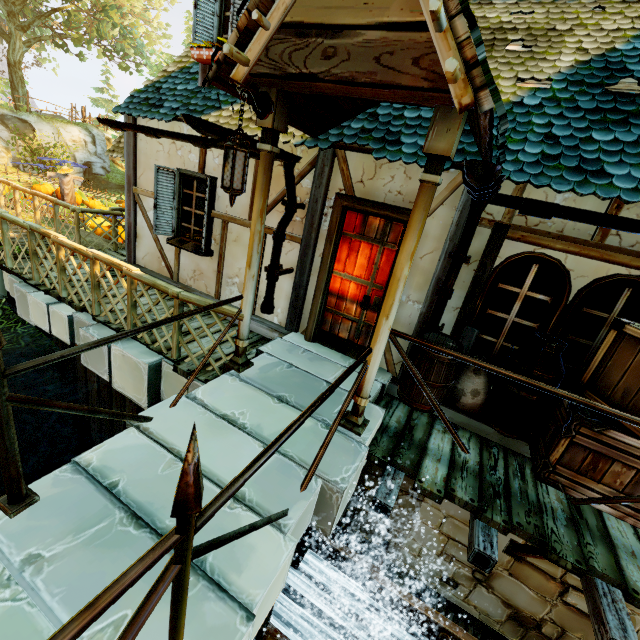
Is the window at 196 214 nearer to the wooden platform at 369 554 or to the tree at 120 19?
the wooden platform at 369 554

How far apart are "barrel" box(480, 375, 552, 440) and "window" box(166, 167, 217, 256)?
4.86m

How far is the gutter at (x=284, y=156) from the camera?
3.8 meters

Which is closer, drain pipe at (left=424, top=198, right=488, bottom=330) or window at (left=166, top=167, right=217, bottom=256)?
drain pipe at (left=424, top=198, right=488, bottom=330)

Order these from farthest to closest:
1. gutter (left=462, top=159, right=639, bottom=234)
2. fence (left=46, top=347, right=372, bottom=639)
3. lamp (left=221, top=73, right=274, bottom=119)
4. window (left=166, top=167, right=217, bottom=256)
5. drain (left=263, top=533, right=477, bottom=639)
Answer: window (left=166, top=167, right=217, bottom=256)
drain (left=263, top=533, right=477, bottom=639)
lamp (left=221, top=73, right=274, bottom=119)
gutter (left=462, top=159, right=639, bottom=234)
fence (left=46, top=347, right=372, bottom=639)

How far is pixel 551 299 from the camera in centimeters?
348cm

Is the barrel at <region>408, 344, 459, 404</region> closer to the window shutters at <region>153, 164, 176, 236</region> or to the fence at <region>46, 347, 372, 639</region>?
the fence at <region>46, 347, 372, 639</region>

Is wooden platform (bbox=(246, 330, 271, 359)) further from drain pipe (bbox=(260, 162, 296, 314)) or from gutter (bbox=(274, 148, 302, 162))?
gutter (bbox=(274, 148, 302, 162))
